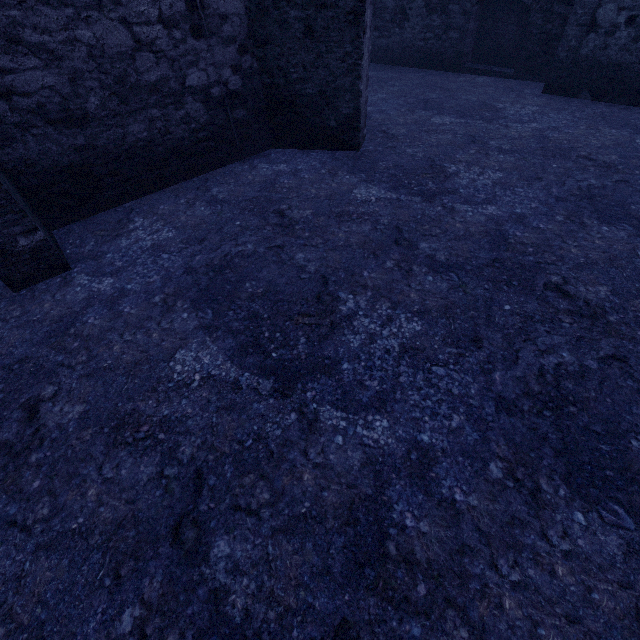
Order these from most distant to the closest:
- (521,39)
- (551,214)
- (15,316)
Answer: (521,39)
(551,214)
(15,316)
